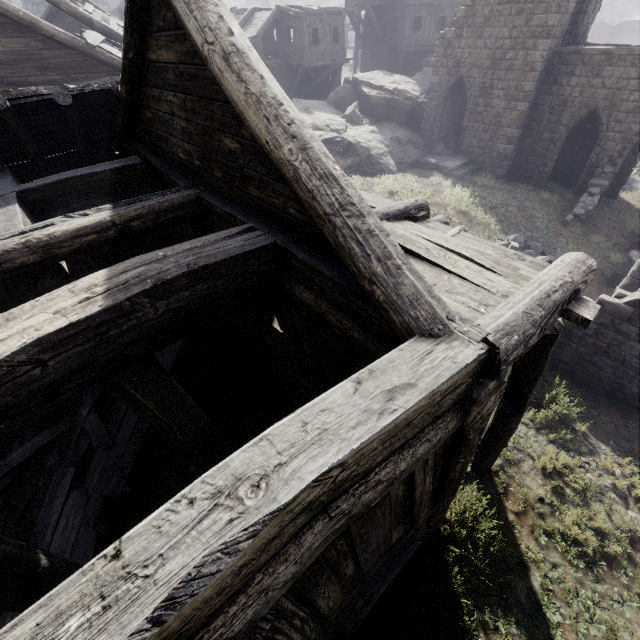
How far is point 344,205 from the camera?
2.6m

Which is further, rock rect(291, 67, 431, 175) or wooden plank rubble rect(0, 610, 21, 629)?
rock rect(291, 67, 431, 175)

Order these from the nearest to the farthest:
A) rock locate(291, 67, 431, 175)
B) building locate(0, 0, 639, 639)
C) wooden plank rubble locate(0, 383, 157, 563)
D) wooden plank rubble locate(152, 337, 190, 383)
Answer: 1. building locate(0, 0, 639, 639)
2. wooden plank rubble locate(0, 383, 157, 563)
3. wooden plank rubble locate(152, 337, 190, 383)
4. rock locate(291, 67, 431, 175)

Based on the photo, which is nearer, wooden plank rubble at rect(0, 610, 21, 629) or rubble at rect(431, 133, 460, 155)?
wooden plank rubble at rect(0, 610, 21, 629)

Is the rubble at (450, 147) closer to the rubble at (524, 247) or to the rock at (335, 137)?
the rock at (335, 137)

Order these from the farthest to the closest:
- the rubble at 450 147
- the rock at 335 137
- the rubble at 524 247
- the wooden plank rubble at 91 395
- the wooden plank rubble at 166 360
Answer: the rubble at 450 147 → the rock at 335 137 → the rubble at 524 247 → the wooden plank rubble at 166 360 → the wooden plank rubble at 91 395

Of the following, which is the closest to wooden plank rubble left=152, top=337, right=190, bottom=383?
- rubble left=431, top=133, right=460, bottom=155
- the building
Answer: the building

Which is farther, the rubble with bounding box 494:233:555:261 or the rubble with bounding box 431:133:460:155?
the rubble with bounding box 431:133:460:155
